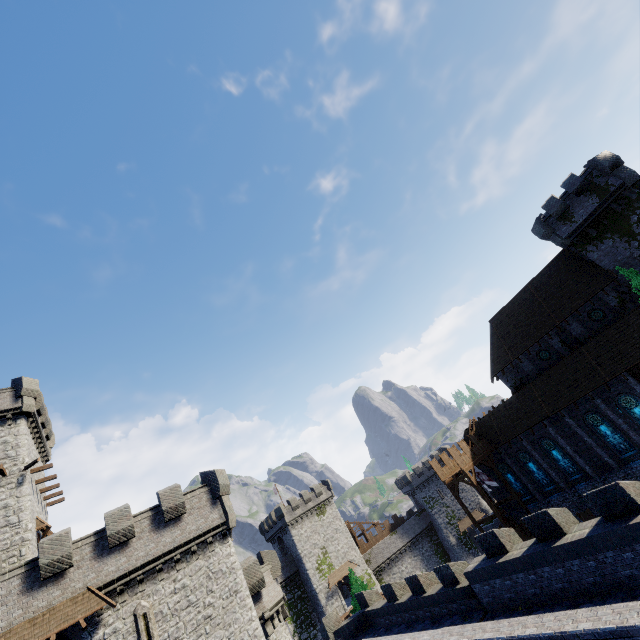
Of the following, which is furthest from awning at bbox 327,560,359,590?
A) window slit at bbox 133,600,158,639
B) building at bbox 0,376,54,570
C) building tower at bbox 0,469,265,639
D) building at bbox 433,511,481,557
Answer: window slit at bbox 133,600,158,639

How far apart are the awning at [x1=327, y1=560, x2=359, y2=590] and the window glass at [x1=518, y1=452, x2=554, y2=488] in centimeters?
3376cm

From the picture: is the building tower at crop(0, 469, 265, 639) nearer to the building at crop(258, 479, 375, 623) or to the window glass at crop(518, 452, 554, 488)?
the building at crop(258, 479, 375, 623)

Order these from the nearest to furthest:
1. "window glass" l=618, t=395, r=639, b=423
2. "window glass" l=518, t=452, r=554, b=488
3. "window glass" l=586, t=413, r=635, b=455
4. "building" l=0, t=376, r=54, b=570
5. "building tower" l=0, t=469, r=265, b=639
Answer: "building tower" l=0, t=469, r=265, b=639 → "building" l=0, t=376, r=54, b=570 → "window glass" l=618, t=395, r=639, b=423 → "window glass" l=586, t=413, r=635, b=455 → "window glass" l=518, t=452, r=554, b=488

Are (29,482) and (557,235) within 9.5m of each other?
no

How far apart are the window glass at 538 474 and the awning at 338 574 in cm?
3376

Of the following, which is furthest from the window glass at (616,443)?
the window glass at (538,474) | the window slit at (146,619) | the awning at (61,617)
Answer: the awning at (61,617)

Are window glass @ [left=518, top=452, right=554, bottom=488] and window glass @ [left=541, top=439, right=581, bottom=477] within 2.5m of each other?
yes
